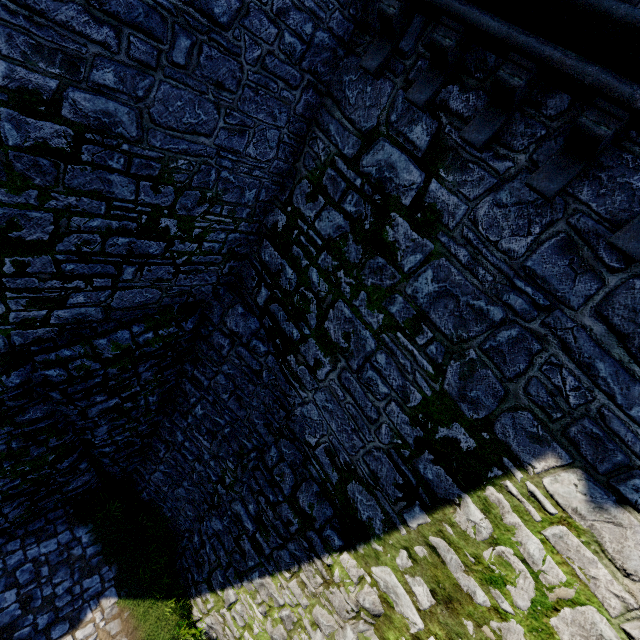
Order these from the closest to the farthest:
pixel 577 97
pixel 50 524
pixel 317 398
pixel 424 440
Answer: pixel 577 97 < pixel 424 440 < pixel 317 398 < pixel 50 524
